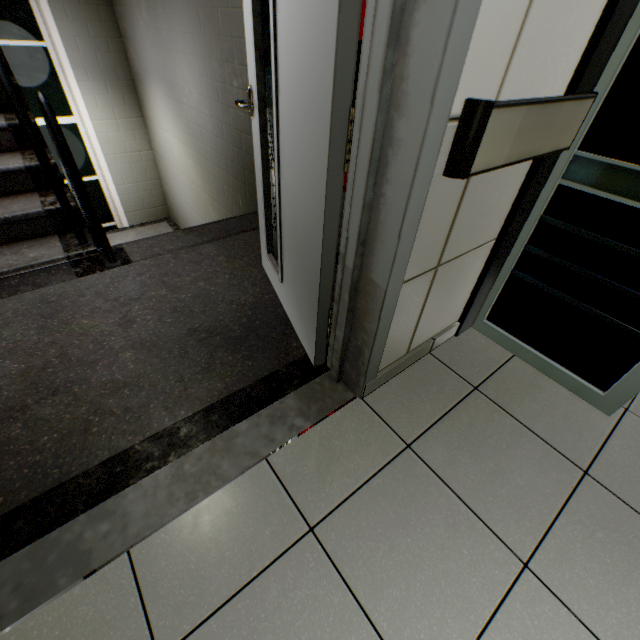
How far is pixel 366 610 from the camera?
0.9 meters

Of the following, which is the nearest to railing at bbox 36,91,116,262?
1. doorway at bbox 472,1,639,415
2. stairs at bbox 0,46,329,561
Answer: stairs at bbox 0,46,329,561

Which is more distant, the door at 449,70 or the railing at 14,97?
the railing at 14,97

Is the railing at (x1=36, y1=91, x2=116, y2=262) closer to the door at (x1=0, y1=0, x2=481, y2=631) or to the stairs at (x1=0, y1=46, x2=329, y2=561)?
the stairs at (x1=0, y1=46, x2=329, y2=561)

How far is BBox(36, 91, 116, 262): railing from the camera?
1.6 meters

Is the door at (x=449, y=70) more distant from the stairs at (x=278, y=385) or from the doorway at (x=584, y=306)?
the doorway at (x=584, y=306)

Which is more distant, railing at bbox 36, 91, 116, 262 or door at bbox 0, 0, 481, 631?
railing at bbox 36, 91, 116, 262
